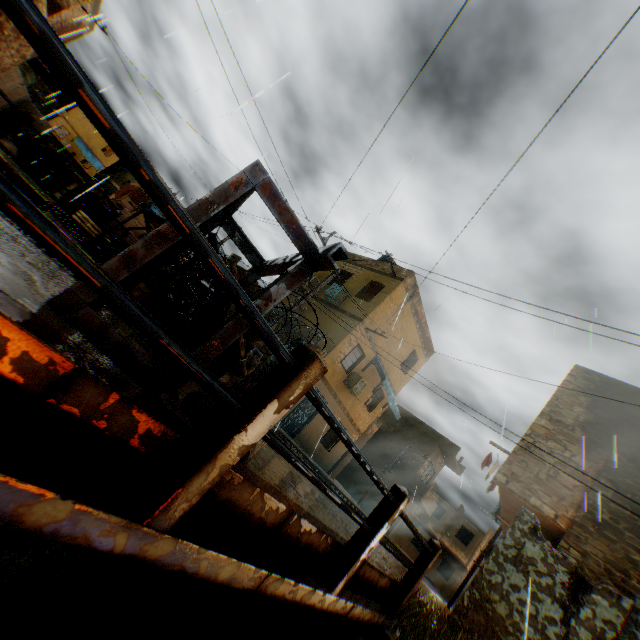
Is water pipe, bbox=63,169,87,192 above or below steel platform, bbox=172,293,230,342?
above

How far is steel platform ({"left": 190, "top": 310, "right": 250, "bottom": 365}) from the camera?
2.3m

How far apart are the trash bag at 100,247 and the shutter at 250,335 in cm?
238

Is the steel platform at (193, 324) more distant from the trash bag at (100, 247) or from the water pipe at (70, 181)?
the water pipe at (70, 181)

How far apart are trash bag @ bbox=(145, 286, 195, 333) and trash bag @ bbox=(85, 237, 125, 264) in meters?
0.9 m

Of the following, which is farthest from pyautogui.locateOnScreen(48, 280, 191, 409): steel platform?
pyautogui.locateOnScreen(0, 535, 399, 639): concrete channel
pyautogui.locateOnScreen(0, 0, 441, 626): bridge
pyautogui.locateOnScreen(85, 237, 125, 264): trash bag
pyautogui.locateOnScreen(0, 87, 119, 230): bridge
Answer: pyautogui.locateOnScreen(0, 87, 119, 230): bridge

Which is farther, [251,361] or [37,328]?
[251,361]

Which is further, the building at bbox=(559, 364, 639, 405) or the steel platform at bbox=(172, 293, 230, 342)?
the building at bbox=(559, 364, 639, 405)
